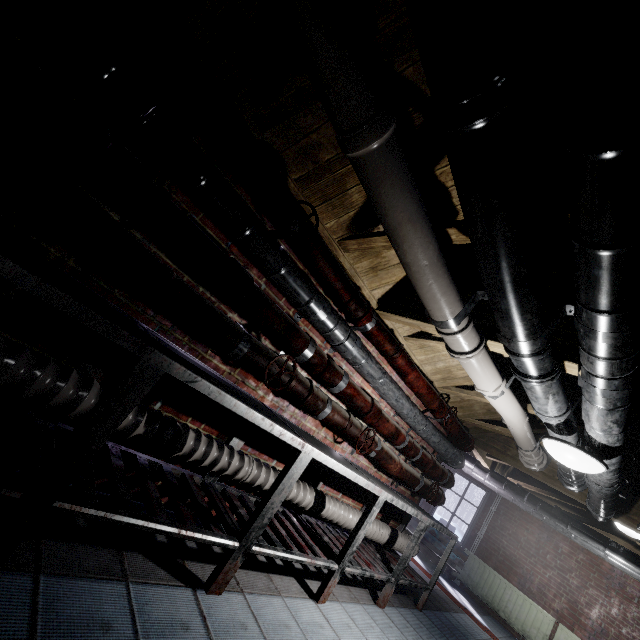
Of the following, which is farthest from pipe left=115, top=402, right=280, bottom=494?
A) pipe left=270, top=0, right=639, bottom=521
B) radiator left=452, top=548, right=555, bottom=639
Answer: radiator left=452, top=548, right=555, bottom=639

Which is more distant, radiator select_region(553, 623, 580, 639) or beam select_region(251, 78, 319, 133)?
radiator select_region(553, 623, 580, 639)

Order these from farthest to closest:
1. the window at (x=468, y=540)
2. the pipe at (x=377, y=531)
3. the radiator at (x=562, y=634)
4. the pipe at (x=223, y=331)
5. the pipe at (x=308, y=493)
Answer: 1. the window at (x=468, y=540)
2. the radiator at (x=562, y=634)
3. the pipe at (x=377, y=531)
4. the pipe at (x=308, y=493)
5. the pipe at (x=223, y=331)

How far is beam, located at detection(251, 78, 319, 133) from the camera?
1.46m

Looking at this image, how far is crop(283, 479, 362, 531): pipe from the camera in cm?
243

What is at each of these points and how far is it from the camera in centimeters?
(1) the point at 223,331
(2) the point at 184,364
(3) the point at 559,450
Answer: (1) pipe, 175cm
(2) table, 134cm
(3) z, 199cm

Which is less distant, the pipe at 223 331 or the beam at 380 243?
the pipe at 223 331

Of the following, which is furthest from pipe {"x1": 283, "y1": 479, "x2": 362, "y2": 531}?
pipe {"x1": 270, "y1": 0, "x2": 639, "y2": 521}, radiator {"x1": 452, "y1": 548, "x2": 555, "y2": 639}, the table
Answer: radiator {"x1": 452, "y1": 548, "x2": 555, "y2": 639}
